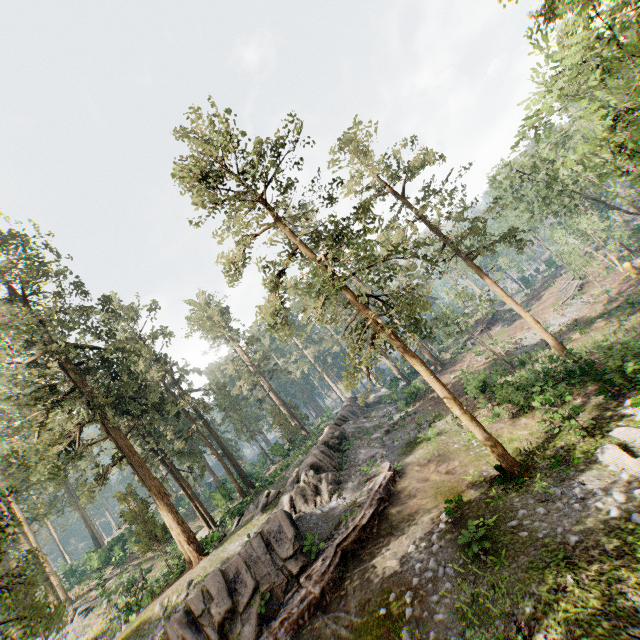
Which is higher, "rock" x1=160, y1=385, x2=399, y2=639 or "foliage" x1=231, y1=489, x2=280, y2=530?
"foliage" x1=231, y1=489, x2=280, y2=530

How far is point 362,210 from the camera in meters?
17.0 m

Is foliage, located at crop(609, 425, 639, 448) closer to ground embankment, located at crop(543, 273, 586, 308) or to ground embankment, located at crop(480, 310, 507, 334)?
ground embankment, located at crop(543, 273, 586, 308)

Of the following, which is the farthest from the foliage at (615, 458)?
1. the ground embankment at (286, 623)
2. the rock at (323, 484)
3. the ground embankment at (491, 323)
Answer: the ground embankment at (491, 323)

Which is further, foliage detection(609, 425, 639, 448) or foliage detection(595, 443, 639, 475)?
foliage detection(609, 425, 639, 448)

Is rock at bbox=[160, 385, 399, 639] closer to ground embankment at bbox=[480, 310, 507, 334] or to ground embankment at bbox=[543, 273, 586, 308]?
ground embankment at bbox=[480, 310, 507, 334]

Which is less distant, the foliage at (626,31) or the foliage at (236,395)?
the foliage at (626,31)

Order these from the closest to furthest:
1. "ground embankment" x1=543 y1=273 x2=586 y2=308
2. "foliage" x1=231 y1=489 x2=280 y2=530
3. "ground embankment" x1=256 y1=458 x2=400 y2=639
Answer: "ground embankment" x1=256 y1=458 x2=400 y2=639 < "foliage" x1=231 y1=489 x2=280 y2=530 < "ground embankment" x1=543 y1=273 x2=586 y2=308
